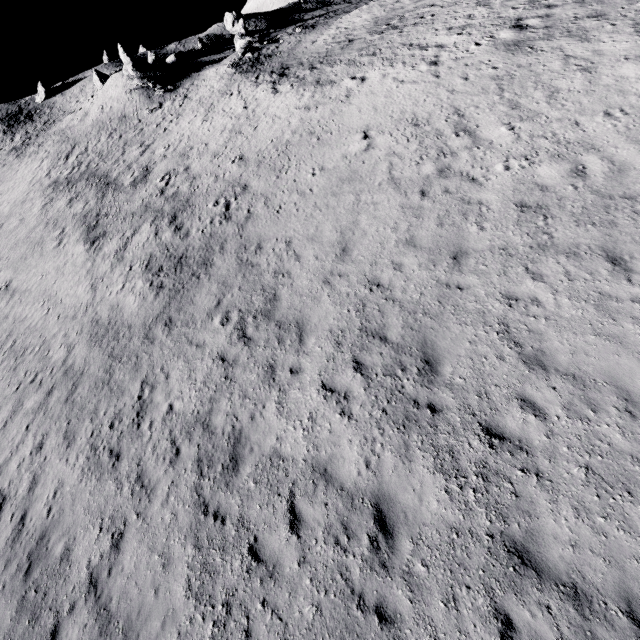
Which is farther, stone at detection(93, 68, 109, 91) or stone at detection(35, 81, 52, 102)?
stone at detection(35, 81, 52, 102)

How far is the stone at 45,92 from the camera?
56.1 meters

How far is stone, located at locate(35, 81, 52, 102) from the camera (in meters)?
56.09

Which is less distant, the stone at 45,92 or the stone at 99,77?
the stone at 99,77

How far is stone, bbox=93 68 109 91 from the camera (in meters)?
50.10

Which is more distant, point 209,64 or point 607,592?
point 209,64

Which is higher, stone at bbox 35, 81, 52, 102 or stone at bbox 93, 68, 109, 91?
stone at bbox 35, 81, 52, 102
